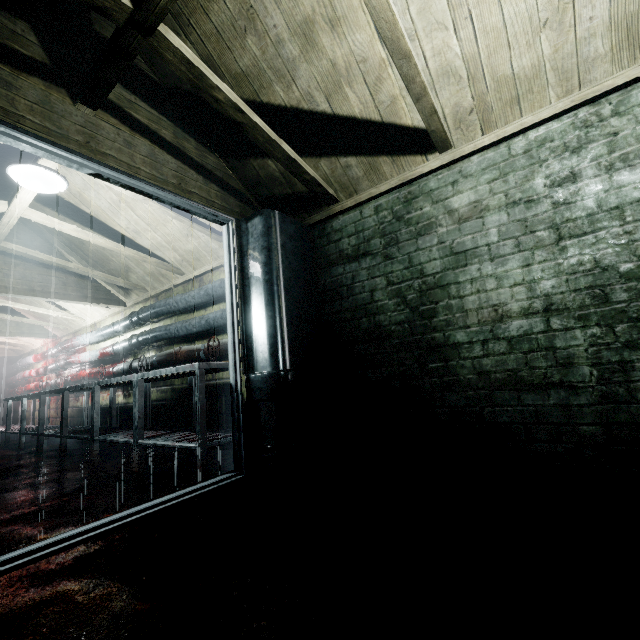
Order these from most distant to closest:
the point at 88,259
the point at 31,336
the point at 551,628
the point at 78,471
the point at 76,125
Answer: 1. the point at 31,336
2. the point at 88,259
3. the point at 78,471
4. the point at 76,125
5. the point at 551,628

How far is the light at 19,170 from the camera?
2.2 meters

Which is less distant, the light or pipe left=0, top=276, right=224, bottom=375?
the light

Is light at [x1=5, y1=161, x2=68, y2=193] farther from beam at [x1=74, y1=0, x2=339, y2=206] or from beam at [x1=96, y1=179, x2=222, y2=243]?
beam at [x1=74, y1=0, x2=339, y2=206]

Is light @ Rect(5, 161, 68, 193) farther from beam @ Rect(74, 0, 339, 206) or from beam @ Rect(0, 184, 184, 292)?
beam @ Rect(74, 0, 339, 206)

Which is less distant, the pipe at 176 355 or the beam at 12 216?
the beam at 12 216

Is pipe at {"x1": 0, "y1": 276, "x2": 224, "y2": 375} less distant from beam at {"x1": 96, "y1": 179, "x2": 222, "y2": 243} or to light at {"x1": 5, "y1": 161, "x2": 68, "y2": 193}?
beam at {"x1": 96, "y1": 179, "x2": 222, "y2": 243}

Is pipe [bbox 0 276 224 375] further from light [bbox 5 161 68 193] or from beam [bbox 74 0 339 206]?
light [bbox 5 161 68 193]
